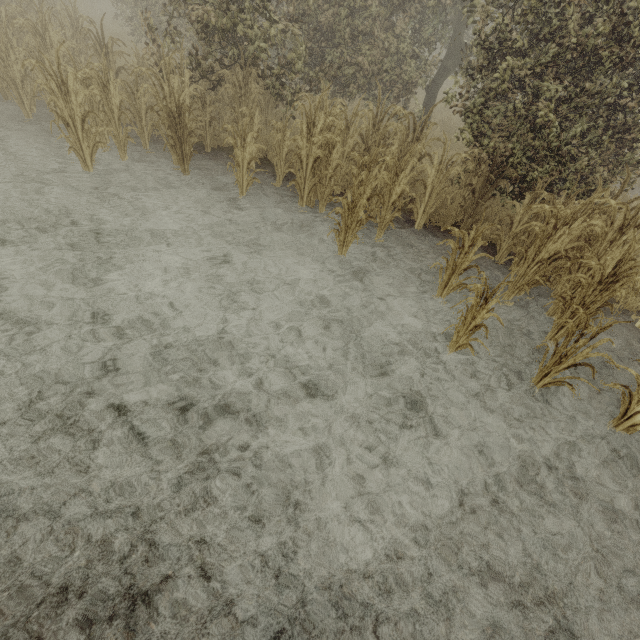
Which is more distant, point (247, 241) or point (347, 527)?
point (247, 241)
